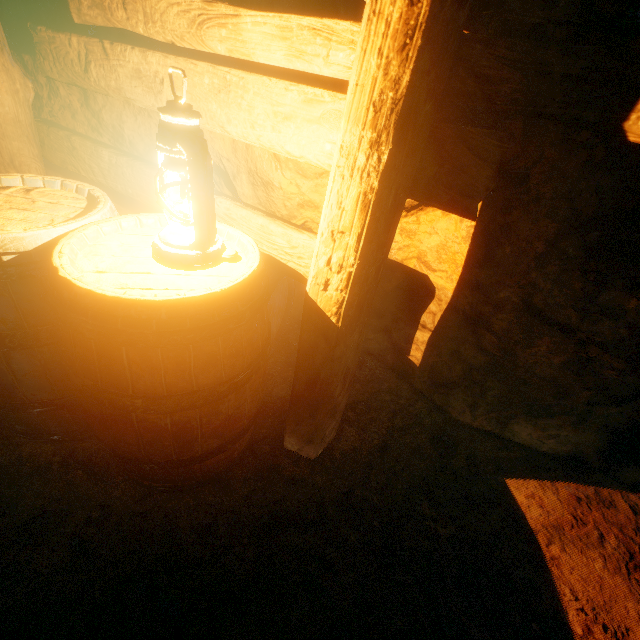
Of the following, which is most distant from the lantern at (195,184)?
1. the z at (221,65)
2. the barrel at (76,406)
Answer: the z at (221,65)

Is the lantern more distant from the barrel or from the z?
the z

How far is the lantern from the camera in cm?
83

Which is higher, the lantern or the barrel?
the lantern

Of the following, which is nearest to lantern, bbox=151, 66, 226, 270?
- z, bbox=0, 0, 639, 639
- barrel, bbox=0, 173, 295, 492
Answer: barrel, bbox=0, 173, 295, 492

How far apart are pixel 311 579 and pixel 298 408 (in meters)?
0.67

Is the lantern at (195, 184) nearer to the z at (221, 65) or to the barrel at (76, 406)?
the barrel at (76, 406)
